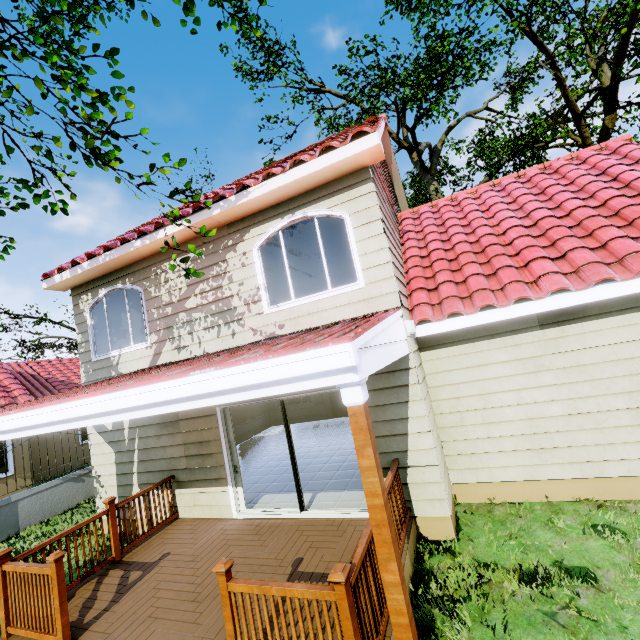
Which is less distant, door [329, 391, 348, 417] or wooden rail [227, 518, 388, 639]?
wooden rail [227, 518, 388, 639]

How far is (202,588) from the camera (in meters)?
4.29

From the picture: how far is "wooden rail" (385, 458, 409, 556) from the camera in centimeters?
419cm

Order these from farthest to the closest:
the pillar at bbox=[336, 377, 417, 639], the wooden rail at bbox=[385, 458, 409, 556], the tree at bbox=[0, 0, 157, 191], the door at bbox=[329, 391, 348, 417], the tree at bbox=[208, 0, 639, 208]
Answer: the door at bbox=[329, 391, 348, 417], the tree at bbox=[208, 0, 639, 208], the wooden rail at bbox=[385, 458, 409, 556], the tree at bbox=[0, 0, 157, 191], the pillar at bbox=[336, 377, 417, 639]

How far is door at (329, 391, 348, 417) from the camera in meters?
13.7 m

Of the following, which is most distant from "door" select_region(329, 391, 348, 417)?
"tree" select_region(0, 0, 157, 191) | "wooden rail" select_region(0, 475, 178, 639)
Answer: "tree" select_region(0, 0, 157, 191)

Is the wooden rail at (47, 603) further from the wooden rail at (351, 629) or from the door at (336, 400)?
the door at (336, 400)

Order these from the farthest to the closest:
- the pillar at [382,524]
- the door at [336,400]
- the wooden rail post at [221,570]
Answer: the door at [336,400], the wooden rail post at [221,570], the pillar at [382,524]
